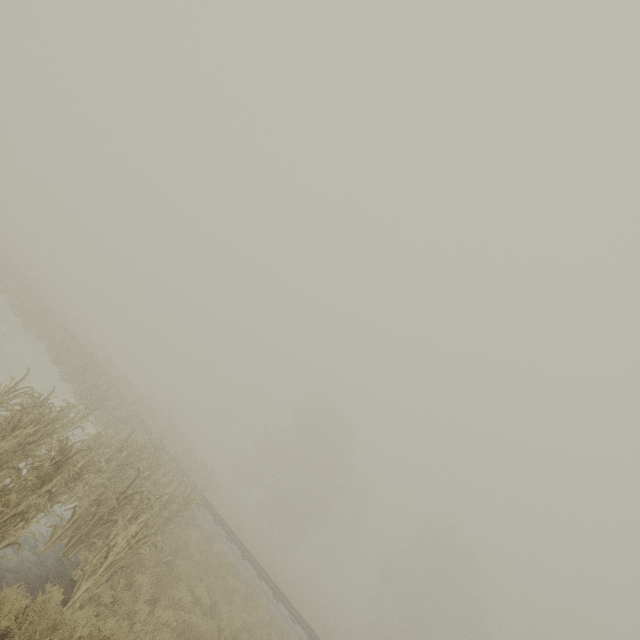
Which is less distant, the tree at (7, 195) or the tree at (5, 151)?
the tree at (5, 151)

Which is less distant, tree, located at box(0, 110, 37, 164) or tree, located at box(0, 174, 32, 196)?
tree, located at box(0, 110, 37, 164)

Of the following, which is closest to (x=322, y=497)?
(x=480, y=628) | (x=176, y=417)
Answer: (x=176, y=417)
